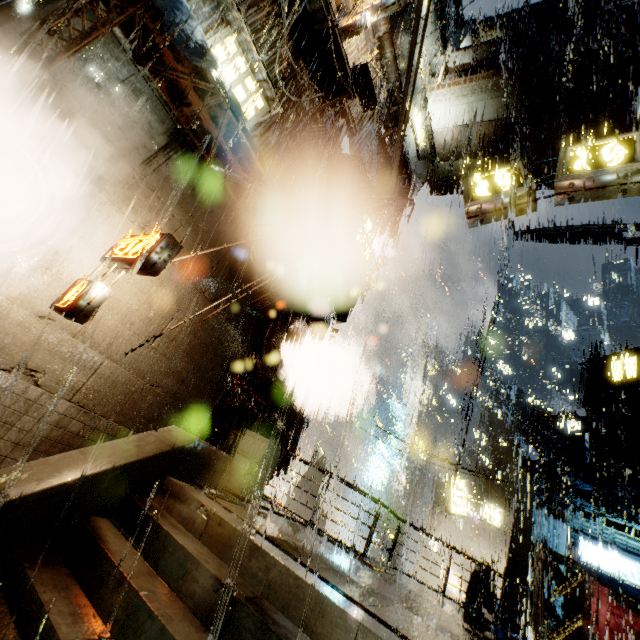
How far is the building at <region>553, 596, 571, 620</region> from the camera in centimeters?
1794cm

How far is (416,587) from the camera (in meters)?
9.59

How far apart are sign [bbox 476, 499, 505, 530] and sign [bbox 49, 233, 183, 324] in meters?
22.9

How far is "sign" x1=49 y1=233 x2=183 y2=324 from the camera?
6.0 meters

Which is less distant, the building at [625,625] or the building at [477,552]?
the building at [477,552]

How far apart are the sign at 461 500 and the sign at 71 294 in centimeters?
2293cm

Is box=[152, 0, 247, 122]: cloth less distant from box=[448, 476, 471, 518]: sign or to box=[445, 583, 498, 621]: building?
box=[445, 583, 498, 621]: building

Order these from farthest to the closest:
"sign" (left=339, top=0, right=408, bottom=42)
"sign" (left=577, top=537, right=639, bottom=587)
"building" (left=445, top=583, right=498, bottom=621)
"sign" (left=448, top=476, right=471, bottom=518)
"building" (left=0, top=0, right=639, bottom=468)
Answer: "sign" (left=448, top=476, right=471, bottom=518) → "sign" (left=577, top=537, right=639, bottom=587) → "building" (left=445, top=583, right=498, bottom=621) → "sign" (left=339, top=0, right=408, bottom=42) → "building" (left=0, top=0, right=639, bottom=468)
